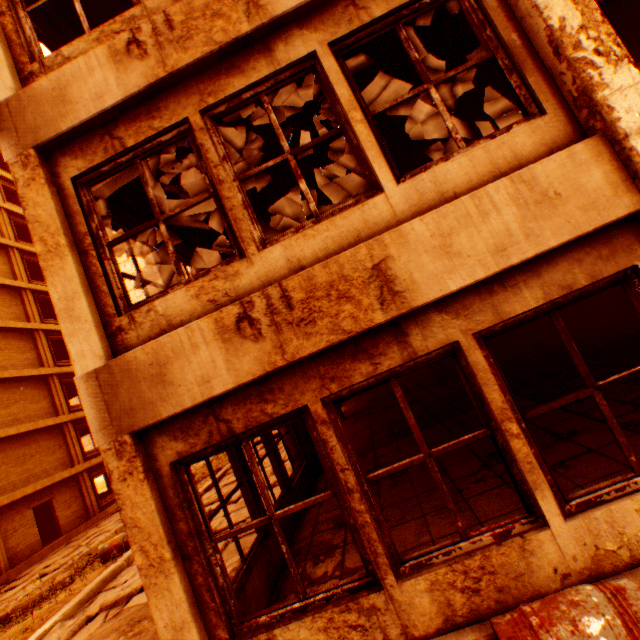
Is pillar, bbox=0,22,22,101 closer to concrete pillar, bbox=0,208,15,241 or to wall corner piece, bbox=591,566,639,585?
wall corner piece, bbox=591,566,639,585

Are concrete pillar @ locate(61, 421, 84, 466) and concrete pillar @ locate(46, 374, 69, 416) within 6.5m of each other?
yes

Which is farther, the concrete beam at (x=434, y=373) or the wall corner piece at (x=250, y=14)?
the concrete beam at (x=434, y=373)

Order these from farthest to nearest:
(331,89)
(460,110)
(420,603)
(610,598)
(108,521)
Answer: (108,521), (460,110), (331,89), (420,603), (610,598)

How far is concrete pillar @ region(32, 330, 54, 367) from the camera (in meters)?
19.98

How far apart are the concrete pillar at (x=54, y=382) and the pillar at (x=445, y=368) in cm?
2148

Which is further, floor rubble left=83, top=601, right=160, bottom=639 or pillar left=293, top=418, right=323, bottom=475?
pillar left=293, top=418, right=323, bottom=475

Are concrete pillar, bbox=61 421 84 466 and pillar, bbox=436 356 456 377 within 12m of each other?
no
